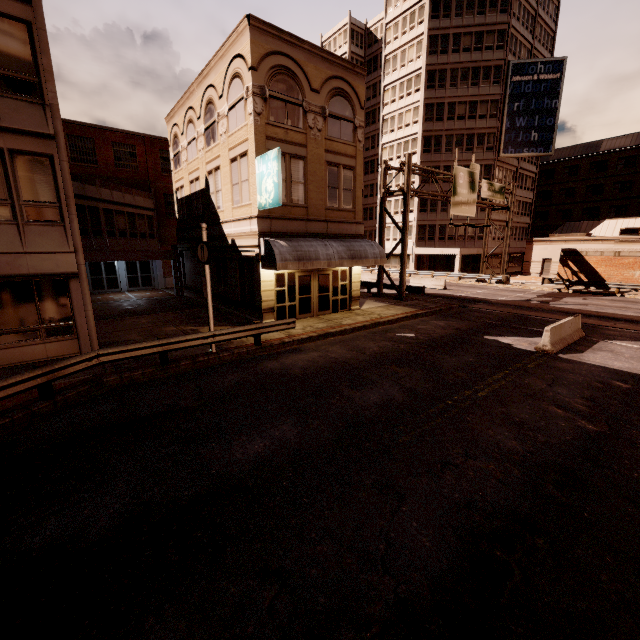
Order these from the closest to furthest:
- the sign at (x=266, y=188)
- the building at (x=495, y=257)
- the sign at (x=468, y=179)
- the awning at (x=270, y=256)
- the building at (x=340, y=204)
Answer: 1. the building at (x=340, y=204)
2. the sign at (x=266, y=188)
3. the awning at (x=270, y=256)
4. the sign at (x=468, y=179)
5. the building at (x=495, y=257)

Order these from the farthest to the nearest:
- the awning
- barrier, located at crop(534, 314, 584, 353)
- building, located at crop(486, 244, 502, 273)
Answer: building, located at crop(486, 244, 502, 273), the awning, barrier, located at crop(534, 314, 584, 353)

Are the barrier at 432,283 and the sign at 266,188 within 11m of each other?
no

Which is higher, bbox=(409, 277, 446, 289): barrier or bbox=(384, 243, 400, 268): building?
bbox=(384, 243, 400, 268): building

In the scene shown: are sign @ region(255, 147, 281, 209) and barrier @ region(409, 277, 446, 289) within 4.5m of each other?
no

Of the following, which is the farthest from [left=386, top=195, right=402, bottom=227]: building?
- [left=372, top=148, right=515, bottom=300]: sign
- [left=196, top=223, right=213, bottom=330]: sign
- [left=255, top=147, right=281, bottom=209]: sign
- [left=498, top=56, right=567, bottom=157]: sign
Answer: [left=196, top=223, right=213, bottom=330]: sign

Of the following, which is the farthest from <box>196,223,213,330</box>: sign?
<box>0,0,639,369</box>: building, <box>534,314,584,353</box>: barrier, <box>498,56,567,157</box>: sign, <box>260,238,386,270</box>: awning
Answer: <box>0,0,639,369</box>: building

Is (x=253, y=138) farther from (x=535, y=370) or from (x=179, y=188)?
(x=535, y=370)
